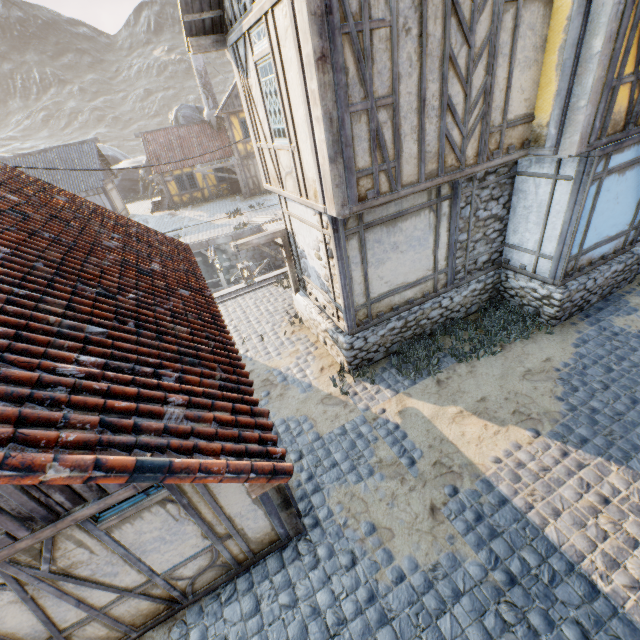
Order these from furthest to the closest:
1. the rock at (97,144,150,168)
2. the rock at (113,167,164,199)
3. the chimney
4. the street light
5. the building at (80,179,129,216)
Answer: the rock at (97,144,150,168)
the rock at (113,167,164,199)
the building at (80,179,129,216)
the chimney
the street light

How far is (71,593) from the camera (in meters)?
3.60

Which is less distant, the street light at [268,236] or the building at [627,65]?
the building at [627,65]

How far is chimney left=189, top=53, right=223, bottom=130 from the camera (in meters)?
24.91

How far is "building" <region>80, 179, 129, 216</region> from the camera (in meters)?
25.50

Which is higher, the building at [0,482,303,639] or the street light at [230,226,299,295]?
the street light at [230,226,299,295]

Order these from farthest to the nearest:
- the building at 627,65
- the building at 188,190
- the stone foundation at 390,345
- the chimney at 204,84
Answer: the building at 188,190 < the chimney at 204,84 < the stone foundation at 390,345 < the building at 627,65

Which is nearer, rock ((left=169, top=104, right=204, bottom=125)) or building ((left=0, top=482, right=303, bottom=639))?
building ((left=0, top=482, right=303, bottom=639))
